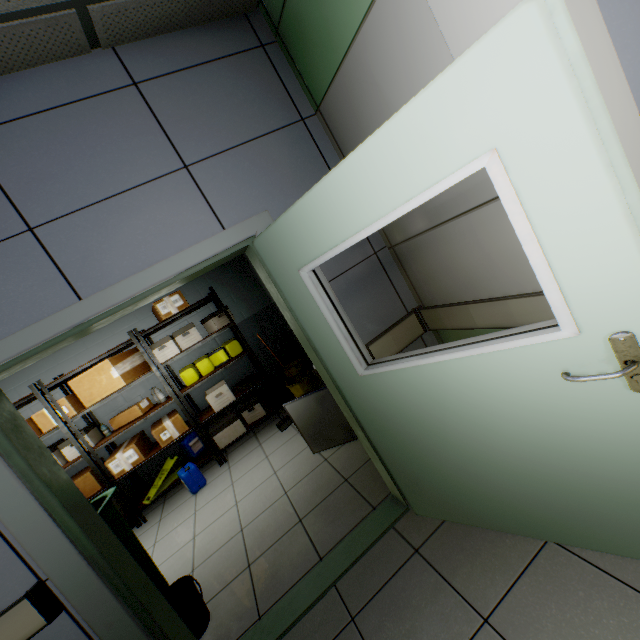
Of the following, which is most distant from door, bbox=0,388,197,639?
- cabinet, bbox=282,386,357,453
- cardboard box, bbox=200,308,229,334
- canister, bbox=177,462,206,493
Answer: cardboard box, bbox=200,308,229,334

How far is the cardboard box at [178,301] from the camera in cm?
441

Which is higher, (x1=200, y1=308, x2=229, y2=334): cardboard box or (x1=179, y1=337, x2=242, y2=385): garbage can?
(x1=200, y1=308, x2=229, y2=334): cardboard box

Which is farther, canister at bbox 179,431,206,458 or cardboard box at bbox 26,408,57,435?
canister at bbox 179,431,206,458

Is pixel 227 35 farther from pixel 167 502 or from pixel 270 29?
pixel 167 502

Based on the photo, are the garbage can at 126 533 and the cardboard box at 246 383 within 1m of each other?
no

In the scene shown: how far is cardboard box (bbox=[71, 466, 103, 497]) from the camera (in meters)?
4.07

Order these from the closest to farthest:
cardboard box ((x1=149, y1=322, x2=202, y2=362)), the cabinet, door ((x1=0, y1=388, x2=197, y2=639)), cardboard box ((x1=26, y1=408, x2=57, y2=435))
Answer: door ((x1=0, y1=388, x2=197, y2=639)) < the cabinet < cardboard box ((x1=26, y1=408, x2=57, y2=435)) < cardboard box ((x1=149, y1=322, x2=202, y2=362))
